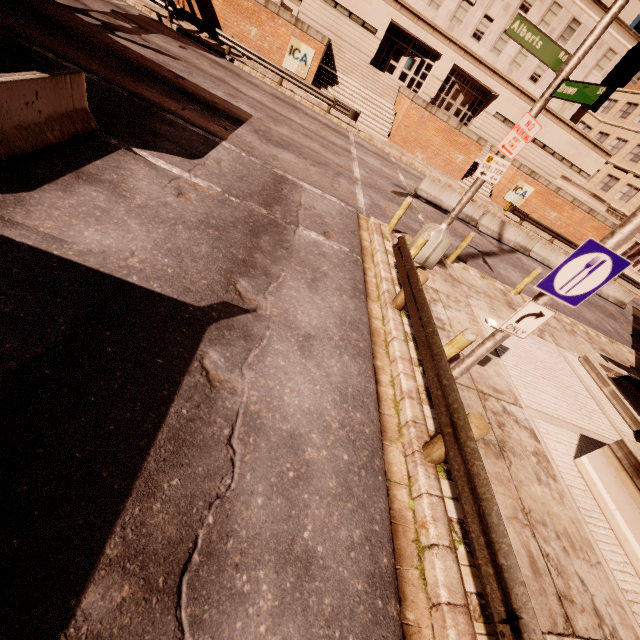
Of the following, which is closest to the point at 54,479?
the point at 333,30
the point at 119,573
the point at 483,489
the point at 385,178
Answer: the point at 119,573

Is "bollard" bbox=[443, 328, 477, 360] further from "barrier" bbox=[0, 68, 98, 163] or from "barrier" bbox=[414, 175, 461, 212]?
"barrier" bbox=[414, 175, 461, 212]

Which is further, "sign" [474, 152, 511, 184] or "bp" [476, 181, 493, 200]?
"bp" [476, 181, 493, 200]

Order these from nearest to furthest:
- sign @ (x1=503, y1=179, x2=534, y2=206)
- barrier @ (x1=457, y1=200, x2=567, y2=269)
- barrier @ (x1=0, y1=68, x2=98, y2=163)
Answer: barrier @ (x1=0, y1=68, x2=98, y2=163) < barrier @ (x1=457, y1=200, x2=567, y2=269) < sign @ (x1=503, y1=179, x2=534, y2=206)

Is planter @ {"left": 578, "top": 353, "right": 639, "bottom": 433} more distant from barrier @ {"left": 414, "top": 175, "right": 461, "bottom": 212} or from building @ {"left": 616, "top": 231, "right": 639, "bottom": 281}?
building @ {"left": 616, "top": 231, "right": 639, "bottom": 281}

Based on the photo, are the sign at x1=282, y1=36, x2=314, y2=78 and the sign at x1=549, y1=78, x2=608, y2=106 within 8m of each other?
no

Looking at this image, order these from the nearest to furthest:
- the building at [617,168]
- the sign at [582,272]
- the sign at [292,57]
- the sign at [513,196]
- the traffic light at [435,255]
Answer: the sign at [582,272] → the traffic light at [435,255] → the sign at [292,57] → the sign at [513,196] → the building at [617,168]

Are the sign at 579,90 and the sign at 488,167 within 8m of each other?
yes
